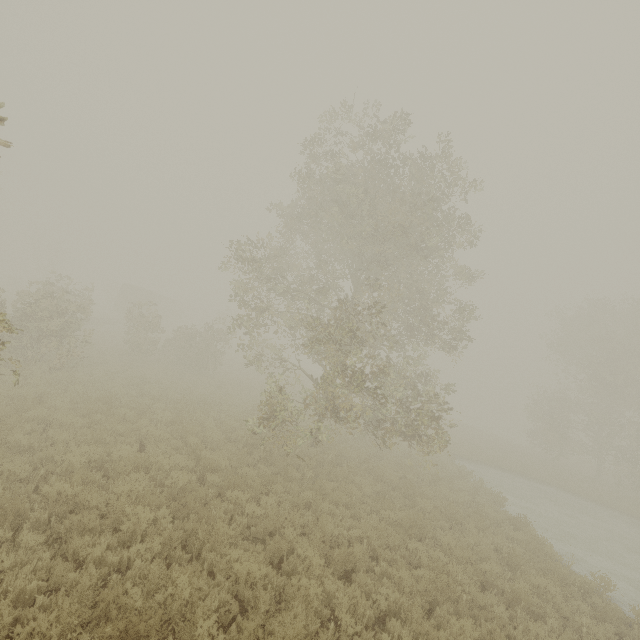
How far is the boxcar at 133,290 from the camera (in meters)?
41.66

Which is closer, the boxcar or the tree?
the tree

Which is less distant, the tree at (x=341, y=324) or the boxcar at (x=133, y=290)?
the tree at (x=341, y=324)

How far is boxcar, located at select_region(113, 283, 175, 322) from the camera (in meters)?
41.66

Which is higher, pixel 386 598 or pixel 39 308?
pixel 39 308

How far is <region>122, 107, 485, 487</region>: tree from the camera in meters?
11.4
